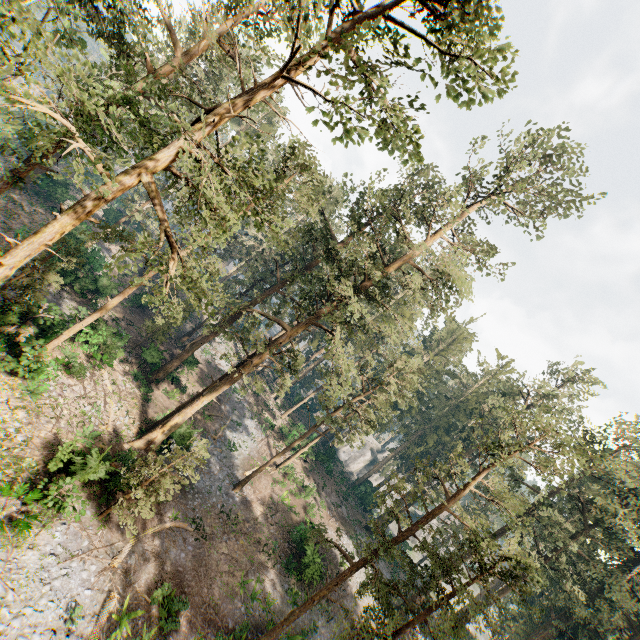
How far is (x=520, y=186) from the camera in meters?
20.5 m
